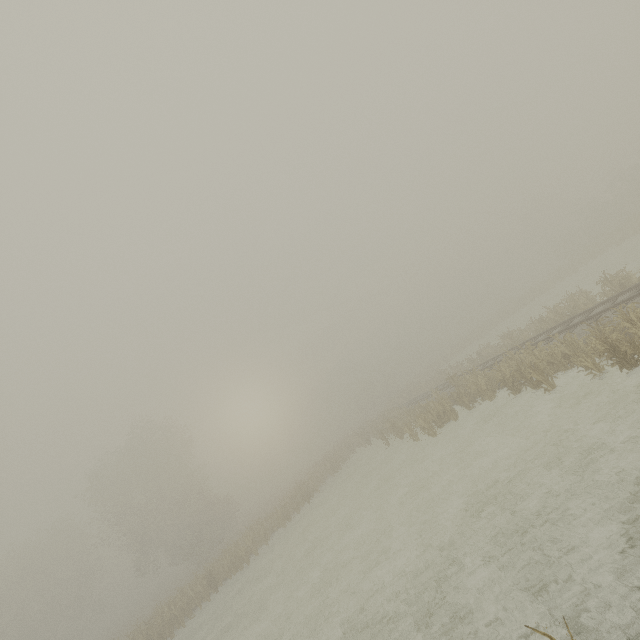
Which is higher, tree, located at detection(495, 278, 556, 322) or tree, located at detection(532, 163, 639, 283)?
tree, located at detection(532, 163, 639, 283)

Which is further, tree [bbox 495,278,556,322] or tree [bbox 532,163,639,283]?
tree [bbox 495,278,556,322]

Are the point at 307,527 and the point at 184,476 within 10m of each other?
no

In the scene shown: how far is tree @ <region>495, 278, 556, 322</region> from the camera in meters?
44.5

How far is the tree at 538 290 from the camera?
44.5m

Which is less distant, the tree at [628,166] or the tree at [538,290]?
the tree at [628,166]
